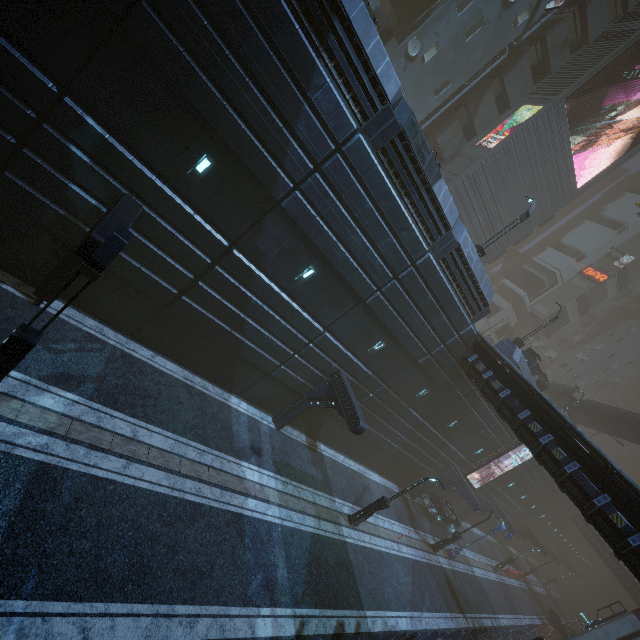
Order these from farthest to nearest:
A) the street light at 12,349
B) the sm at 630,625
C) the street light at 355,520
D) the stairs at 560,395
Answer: the stairs at 560,395, the sm at 630,625, the street light at 355,520, the street light at 12,349

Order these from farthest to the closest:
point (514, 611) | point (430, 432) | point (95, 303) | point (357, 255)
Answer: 1. point (514, 611)
2. point (430, 432)
3. point (357, 255)
4. point (95, 303)

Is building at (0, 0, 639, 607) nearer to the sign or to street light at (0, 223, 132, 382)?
the sign

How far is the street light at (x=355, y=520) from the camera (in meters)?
16.95

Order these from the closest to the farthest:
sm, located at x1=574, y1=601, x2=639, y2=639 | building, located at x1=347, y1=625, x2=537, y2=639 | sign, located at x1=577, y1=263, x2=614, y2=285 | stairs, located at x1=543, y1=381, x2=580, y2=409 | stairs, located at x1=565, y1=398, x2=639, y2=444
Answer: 1. building, located at x1=347, y1=625, x2=537, y2=639
2. sm, located at x1=574, y1=601, x2=639, y2=639
3. stairs, located at x1=565, y1=398, x2=639, y2=444
4. stairs, located at x1=543, y1=381, x2=580, y2=409
5. sign, located at x1=577, y1=263, x2=614, y2=285

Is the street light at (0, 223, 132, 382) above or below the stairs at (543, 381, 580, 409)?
below

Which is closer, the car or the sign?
the car

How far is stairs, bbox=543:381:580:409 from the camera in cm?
3503
